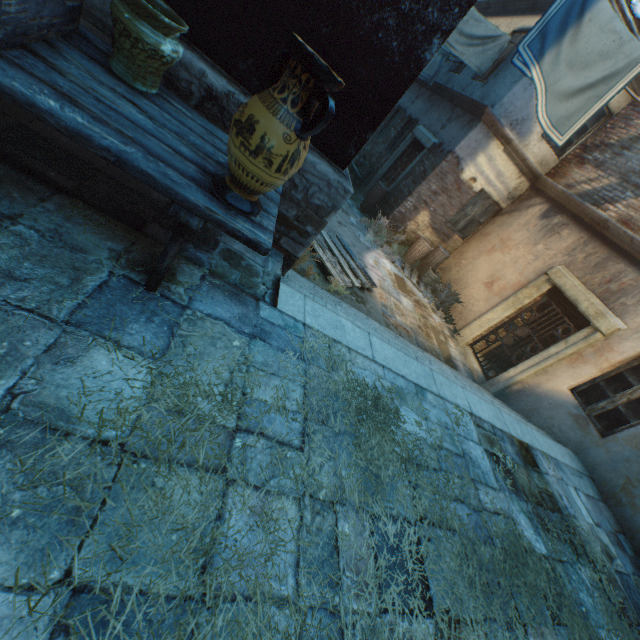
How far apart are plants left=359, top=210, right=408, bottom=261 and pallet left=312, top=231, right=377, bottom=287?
1.93m

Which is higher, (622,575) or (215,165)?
(215,165)

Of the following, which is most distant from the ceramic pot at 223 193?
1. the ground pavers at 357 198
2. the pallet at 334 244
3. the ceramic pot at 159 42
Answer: the ground pavers at 357 198

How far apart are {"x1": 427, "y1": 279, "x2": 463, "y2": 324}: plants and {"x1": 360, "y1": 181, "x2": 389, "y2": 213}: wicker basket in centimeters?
292cm

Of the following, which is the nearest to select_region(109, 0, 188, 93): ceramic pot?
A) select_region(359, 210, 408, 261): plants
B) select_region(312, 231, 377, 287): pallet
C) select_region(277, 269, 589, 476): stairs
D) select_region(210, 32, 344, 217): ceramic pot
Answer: select_region(210, 32, 344, 217): ceramic pot

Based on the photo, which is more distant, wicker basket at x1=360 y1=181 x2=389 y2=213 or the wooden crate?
wicker basket at x1=360 y1=181 x2=389 y2=213

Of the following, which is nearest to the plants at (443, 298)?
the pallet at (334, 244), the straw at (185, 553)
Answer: the pallet at (334, 244)

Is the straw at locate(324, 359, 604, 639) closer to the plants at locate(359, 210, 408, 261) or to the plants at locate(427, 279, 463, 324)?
the plants at locate(427, 279, 463, 324)
